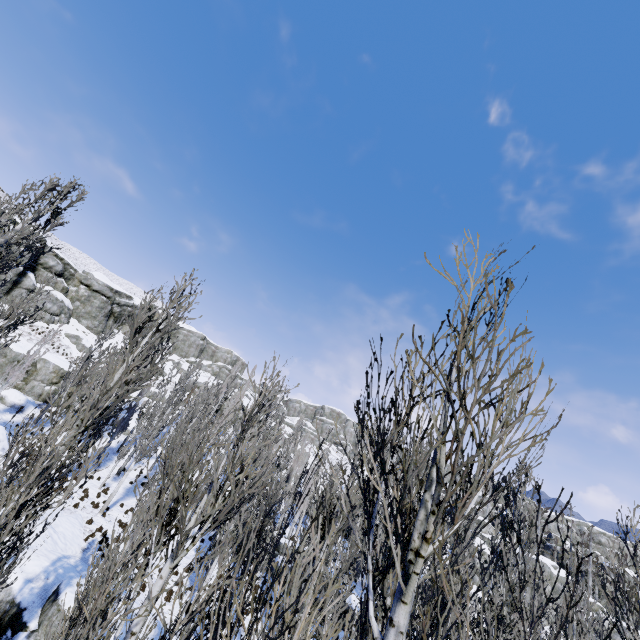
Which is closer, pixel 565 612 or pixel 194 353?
pixel 565 612

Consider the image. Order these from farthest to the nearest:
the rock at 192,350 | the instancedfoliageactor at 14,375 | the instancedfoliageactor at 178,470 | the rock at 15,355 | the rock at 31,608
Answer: the rock at 192,350 < the rock at 15,355 < the instancedfoliageactor at 14,375 < the rock at 31,608 < the instancedfoliageactor at 178,470

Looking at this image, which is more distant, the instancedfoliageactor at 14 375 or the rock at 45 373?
the rock at 45 373

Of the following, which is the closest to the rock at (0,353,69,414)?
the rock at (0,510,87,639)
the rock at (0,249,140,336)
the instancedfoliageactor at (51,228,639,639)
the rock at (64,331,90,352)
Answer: the instancedfoliageactor at (51,228,639,639)

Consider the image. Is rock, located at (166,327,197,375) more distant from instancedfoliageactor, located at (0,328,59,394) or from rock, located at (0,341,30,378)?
rock, located at (0,341,30,378)

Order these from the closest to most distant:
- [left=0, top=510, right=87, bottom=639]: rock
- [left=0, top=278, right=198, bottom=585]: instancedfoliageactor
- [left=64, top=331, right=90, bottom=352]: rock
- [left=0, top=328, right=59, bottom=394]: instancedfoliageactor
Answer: [left=0, top=278, right=198, bottom=585]: instancedfoliageactor, [left=0, top=510, right=87, bottom=639]: rock, [left=0, top=328, right=59, bottom=394]: instancedfoliageactor, [left=64, top=331, right=90, bottom=352]: rock

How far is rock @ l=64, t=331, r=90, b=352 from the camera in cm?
4066
